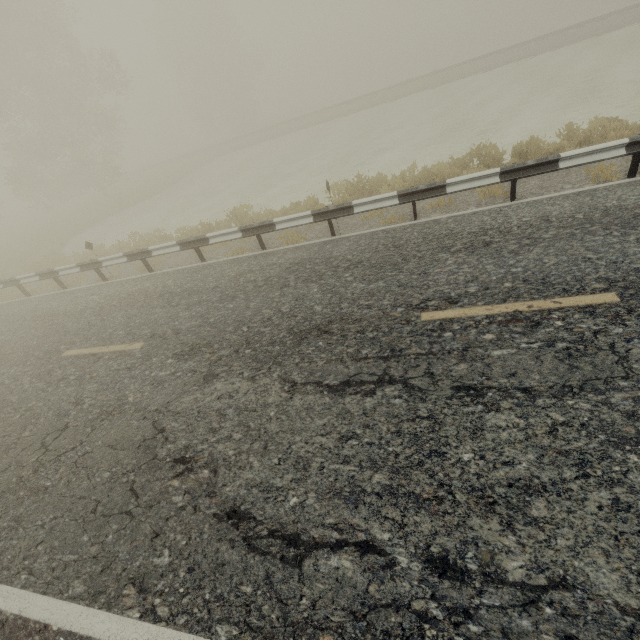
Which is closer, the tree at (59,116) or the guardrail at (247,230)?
the guardrail at (247,230)

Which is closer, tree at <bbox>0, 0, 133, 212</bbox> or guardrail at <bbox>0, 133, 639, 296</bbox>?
guardrail at <bbox>0, 133, 639, 296</bbox>

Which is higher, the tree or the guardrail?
the tree

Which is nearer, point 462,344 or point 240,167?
point 462,344

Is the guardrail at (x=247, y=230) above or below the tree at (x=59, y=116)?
below
